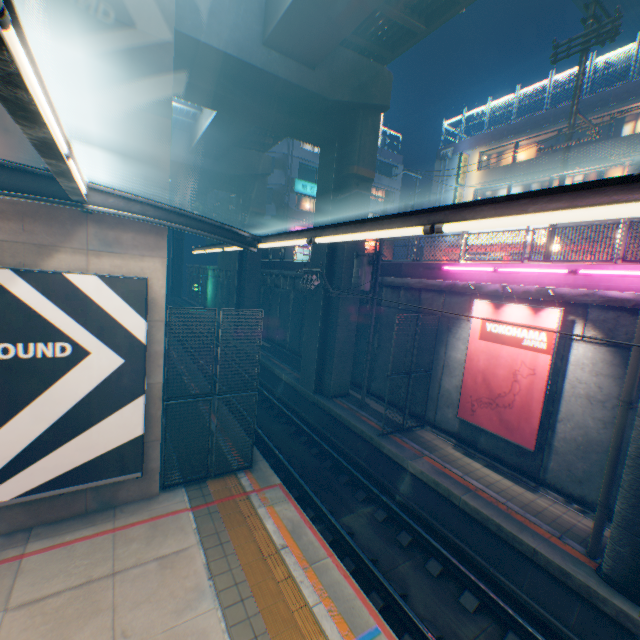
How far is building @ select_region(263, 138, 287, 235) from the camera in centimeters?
3164cm

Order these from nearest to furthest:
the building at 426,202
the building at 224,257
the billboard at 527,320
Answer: the billboard at 527,320
the building at 426,202
the building at 224,257

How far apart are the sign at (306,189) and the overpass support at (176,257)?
34.1m

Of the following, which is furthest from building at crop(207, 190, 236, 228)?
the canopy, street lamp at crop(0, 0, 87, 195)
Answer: street lamp at crop(0, 0, 87, 195)

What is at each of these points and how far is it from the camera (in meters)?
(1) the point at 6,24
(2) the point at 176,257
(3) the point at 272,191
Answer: (1) street lamp, 1.44
(2) overpass support, 59.31
(3) building, 32.75

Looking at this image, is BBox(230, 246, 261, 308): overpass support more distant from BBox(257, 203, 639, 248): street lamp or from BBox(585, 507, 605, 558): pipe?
BBox(257, 203, 639, 248): street lamp

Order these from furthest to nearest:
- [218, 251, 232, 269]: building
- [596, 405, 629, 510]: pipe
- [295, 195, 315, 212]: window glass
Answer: [218, 251, 232, 269]: building
[295, 195, 315, 212]: window glass
[596, 405, 629, 510]: pipe

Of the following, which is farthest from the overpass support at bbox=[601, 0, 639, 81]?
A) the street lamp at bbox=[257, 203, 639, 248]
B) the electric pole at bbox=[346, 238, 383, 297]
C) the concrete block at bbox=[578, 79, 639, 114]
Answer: the concrete block at bbox=[578, 79, 639, 114]
